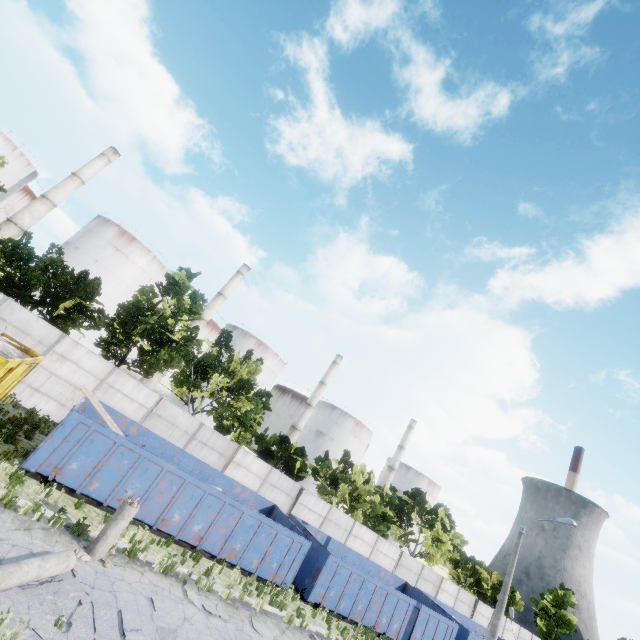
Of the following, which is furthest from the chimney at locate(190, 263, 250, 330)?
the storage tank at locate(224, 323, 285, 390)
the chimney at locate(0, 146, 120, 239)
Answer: the chimney at locate(0, 146, 120, 239)

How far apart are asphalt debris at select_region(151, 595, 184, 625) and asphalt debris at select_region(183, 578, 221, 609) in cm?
75

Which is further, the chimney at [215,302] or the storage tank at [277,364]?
the storage tank at [277,364]

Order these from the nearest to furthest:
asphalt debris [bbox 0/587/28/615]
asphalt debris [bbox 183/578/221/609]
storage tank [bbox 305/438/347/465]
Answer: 1. asphalt debris [bbox 0/587/28/615]
2. asphalt debris [bbox 183/578/221/609]
3. storage tank [bbox 305/438/347/465]

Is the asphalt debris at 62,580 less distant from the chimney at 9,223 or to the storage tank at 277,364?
the storage tank at 277,364

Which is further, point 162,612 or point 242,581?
point 242,581

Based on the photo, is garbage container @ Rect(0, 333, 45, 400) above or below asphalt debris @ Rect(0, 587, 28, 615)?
above

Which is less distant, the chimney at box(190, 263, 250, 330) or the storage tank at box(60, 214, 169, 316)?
the storage tank at box(60, 214, 169, 316)
